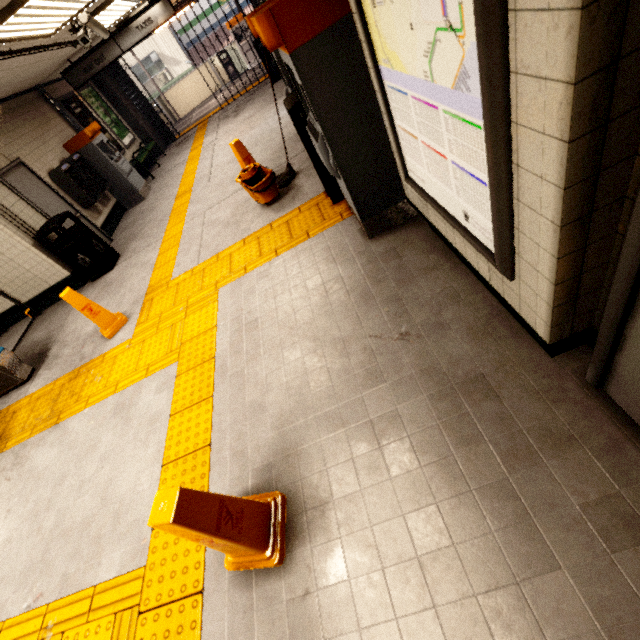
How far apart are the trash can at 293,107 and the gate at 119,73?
10.6m

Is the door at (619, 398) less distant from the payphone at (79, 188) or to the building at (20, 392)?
the building at (20, 392)

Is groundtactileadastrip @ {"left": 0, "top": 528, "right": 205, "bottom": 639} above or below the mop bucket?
below

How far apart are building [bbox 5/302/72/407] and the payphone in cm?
204

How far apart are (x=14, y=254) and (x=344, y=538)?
7.30m

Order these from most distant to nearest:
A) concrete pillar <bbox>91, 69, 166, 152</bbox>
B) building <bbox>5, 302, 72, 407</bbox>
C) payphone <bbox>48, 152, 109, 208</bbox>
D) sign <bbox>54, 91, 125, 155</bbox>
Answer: concrete pillar <bbox>91, 69, 166, 152</bbox> → sign <bbox>54, 91, 125, 155</bbox> → payphone <bbox>48, 152, 109, 208</bbox> → building <bbox>5, 302, 72, 407</bbox>

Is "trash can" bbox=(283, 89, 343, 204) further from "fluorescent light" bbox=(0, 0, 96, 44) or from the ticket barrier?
the ticket barrier

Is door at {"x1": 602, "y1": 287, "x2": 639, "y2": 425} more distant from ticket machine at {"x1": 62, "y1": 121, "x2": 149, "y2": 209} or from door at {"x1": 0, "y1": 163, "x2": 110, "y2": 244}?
ticket machine at {"x1": 62, "y1": 121, "x2": 149, "y2": 209}
